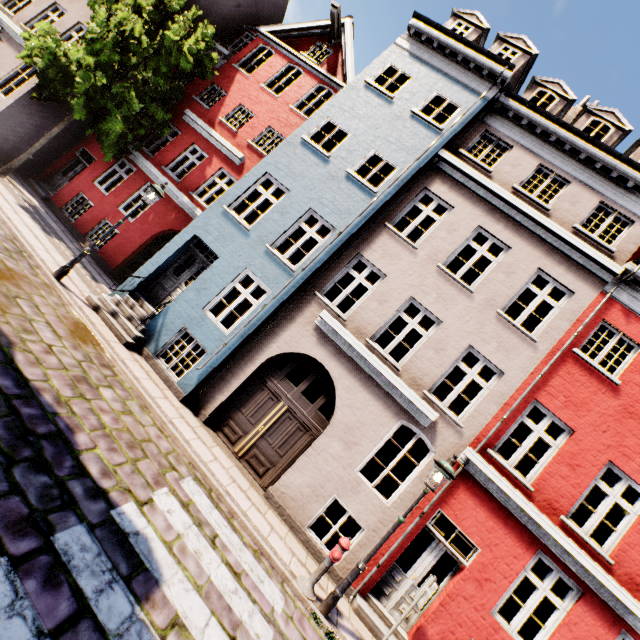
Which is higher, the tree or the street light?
the tree

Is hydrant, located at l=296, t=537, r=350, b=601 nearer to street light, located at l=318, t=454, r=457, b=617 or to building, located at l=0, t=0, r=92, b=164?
street light, located at l=318, t=454, r=457, b=617

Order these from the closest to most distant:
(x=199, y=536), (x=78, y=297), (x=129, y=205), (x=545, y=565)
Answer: (x=199, y=536) < (x=78, y=297) < (x=545, y=565) < (x=129, y=205)

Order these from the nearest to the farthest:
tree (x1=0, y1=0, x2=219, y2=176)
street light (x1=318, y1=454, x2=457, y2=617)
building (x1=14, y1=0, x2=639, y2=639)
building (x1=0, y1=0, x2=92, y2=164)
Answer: street light (x1=318, y1=454, x2=457, y2=617) → building (x1=14, y1=0, x2=639, y2=639) → tree (x1=0, y1=0, x2=219, y2=176) → building (x1=0, y1=0, x2=92, y2=164)

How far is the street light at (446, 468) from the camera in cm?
601

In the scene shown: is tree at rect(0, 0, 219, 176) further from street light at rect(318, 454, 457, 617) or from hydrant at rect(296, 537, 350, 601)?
hydrant at rect(296, 537, 350, 601)

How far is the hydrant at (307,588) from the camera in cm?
609

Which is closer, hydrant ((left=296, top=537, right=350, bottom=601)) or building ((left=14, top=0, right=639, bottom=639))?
hydrant ((left=296, top=537, right=350, bottom=601))
